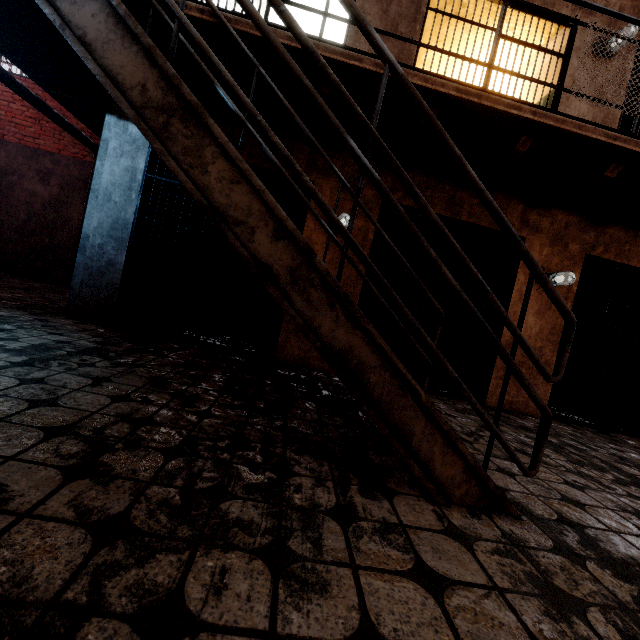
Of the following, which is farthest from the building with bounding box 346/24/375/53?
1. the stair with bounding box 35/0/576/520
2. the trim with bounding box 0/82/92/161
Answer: the trim with bounding box 0/82/92/161

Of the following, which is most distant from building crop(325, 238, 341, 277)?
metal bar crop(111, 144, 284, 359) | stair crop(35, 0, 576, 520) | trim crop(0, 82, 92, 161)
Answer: trim crop(0, 82, 92, 161)

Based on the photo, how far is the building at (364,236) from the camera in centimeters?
422cm

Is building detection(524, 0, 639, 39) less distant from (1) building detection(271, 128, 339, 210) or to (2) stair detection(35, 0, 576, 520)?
(1) building detection(271, 128, 339, 210)

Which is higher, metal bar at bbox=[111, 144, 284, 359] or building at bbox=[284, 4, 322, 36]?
building at bbox=[284, 4, 322, 36]

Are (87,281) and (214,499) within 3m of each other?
no

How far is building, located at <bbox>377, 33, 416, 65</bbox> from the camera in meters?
4.1 m

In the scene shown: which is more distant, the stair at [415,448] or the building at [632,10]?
the building at [632,10]
